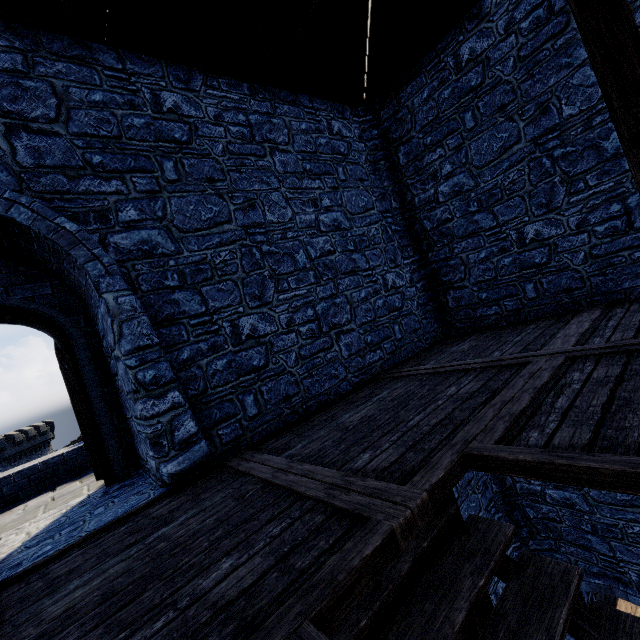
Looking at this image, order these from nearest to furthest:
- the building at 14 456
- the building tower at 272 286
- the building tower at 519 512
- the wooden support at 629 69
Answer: the wooden support at 629 69, the building tower at 272 286, the building tower at 519 512, the building at 14 456

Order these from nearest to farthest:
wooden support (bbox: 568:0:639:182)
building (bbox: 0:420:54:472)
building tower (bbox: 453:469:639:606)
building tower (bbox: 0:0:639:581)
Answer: wooden support (bbox: 568:0:639:182) → building tower (bbox: 0:0:639:581) → building tower (bbox: 453:469:639:606) → building (bbox: 0:420:54:472)

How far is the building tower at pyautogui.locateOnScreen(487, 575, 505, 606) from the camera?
6.6m

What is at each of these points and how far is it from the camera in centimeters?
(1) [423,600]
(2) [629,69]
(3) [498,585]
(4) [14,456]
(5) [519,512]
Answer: (1) stairs, 197cm
(2) wooden support, 163cm
(3) building tower, 682cm
(4) building, 4625cm
(5) building tower, 757cm

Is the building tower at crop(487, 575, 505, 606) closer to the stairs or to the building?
the stairs

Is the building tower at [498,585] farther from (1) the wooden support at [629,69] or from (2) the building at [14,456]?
(2) the building at [14,456]

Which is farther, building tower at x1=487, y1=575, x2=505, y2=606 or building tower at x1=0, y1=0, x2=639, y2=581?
building tower at x1=487, y1=575, x2=505, y2=606

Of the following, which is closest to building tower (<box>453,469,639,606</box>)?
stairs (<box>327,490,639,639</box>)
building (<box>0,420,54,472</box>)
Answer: stairs (<box>327,490,639,639</box>)
